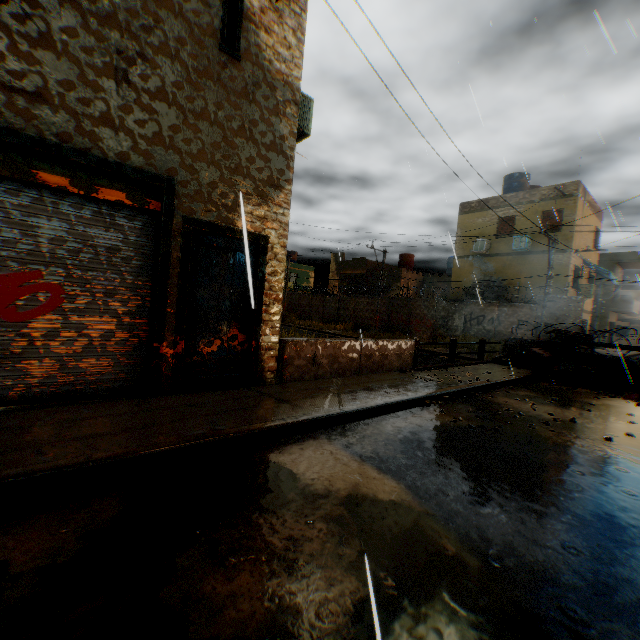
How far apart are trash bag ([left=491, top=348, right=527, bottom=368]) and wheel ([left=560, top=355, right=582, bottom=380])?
0.64m

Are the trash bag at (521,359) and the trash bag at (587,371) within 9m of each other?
yes

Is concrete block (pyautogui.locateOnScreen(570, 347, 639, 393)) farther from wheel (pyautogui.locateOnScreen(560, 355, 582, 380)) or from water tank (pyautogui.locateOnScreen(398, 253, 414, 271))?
water tank (pyautogui.locateOnScreen(398, 253, 414, 271))

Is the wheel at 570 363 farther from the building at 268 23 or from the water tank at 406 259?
the water tank at 406 259

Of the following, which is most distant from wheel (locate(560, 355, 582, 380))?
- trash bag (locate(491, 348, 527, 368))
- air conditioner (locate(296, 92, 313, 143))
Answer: air conditioner (locate(296, 92, 313, 143))

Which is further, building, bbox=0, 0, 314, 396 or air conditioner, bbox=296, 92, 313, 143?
air conditioner, bbox=296, 92, 313, 143

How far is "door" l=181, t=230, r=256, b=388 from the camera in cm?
539

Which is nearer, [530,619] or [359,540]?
[530,619]
